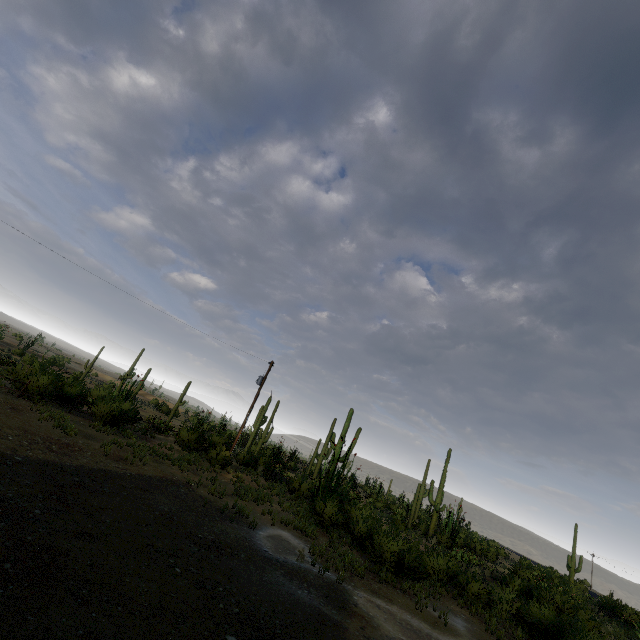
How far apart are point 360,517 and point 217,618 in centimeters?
1263cm
